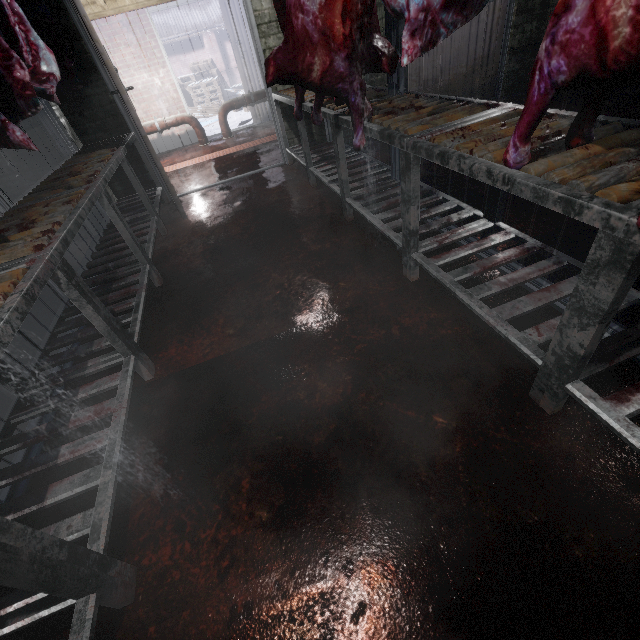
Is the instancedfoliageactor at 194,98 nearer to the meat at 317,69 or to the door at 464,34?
the door at 464,34

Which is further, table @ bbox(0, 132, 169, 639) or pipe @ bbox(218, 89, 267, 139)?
pipe @ bbox(218, 89, 267, 139)

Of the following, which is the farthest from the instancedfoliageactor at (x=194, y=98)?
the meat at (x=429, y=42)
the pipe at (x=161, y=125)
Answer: the meat at (x=429, y=42)

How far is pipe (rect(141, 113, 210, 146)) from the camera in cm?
569

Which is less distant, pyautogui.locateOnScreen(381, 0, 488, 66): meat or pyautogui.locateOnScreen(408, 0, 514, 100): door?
pyautogui.locateOnScreen(381, 0, 488, 66): meat

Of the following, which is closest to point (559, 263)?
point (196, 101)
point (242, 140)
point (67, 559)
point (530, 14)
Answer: point (67, 559)

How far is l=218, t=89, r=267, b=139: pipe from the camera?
5.9m

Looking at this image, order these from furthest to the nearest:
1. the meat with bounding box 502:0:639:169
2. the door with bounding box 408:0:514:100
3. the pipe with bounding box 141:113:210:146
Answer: the pipe with bounding box 141:113:210:146 < the door with bounding box 408:0:514:100 < the meat with bounding box 502:0:639:169
